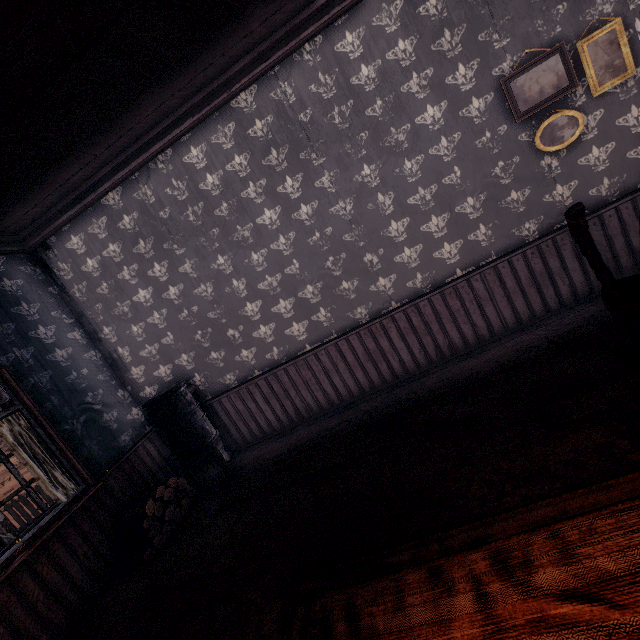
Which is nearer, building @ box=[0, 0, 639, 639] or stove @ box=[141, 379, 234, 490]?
building @ box=[0, 0, 639, 639]

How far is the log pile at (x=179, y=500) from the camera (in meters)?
3.35

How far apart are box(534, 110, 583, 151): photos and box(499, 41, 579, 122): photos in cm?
10

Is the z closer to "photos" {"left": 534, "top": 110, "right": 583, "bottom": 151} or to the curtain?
the curtain

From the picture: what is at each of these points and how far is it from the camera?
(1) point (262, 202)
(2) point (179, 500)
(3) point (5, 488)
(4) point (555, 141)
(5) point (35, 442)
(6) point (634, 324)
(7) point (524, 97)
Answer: (1) building, 3.7m
(2) log pile, 3.9m
(3) z, 19.3m
(4) photos, 3.2m
(5) curtain, 3.3m
(6) building, 2.8m
(7) photos, 3.1m

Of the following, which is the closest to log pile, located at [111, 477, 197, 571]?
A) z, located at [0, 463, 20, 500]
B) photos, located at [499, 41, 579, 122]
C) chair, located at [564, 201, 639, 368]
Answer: z, located at [0, 463, 20, 500]

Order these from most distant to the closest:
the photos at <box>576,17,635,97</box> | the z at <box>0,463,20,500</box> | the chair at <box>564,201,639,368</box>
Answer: the z at <box>0,463,20,500</box>
the photos at <box>576,17,635,97</box>
the chair at <box>564,201,639,368</box>

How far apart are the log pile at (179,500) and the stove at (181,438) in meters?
0.1
